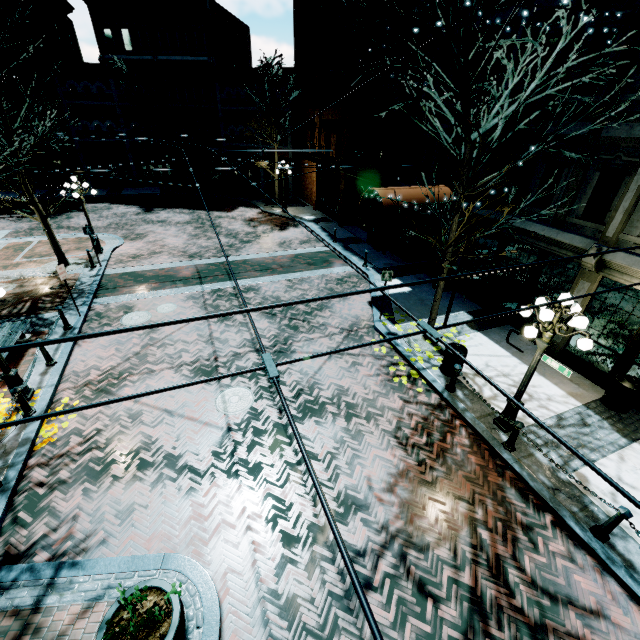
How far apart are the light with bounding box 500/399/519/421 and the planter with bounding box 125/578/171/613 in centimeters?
726cm

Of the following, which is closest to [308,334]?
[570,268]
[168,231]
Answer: [570,268]

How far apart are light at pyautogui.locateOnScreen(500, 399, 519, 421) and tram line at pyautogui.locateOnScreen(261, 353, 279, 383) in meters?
5.9 m

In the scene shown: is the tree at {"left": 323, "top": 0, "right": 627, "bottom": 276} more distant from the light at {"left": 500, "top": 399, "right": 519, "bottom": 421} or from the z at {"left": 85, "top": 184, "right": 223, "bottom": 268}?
the z at {"left": 85, "top": 184, "right": 223, "bottom": 268}

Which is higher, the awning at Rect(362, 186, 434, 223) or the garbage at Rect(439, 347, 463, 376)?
the awning at Rect(362, 186, 434, 223)

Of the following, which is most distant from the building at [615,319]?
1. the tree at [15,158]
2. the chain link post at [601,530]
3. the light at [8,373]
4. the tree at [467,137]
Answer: the light at [8,373]

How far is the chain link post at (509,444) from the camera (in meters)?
7.02

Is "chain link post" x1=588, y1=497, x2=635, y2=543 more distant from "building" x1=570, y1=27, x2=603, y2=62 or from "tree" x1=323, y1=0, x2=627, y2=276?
"building" x1=570, y1=27, x2=603, y2=62
